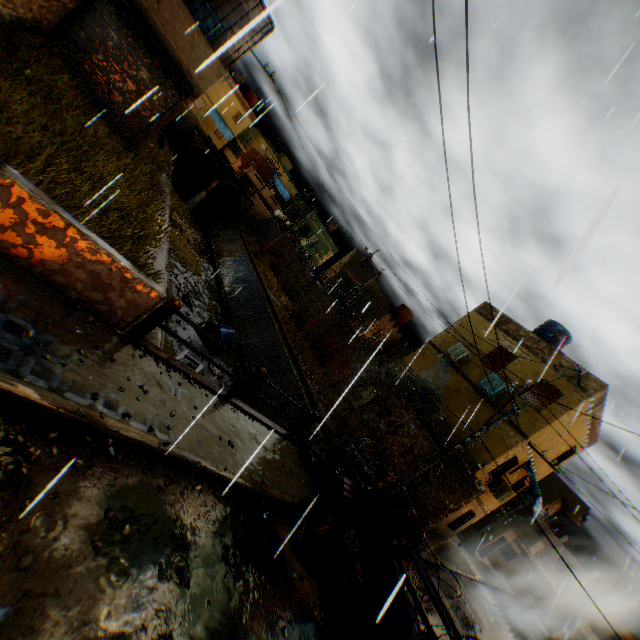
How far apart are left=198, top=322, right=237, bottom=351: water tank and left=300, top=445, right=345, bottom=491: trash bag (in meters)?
7.88

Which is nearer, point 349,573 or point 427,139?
point 349,573

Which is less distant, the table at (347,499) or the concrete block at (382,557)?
the concrete block at (382,557)

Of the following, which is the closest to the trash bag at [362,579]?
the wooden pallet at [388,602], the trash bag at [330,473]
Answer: the wooden pallet at [388,602]

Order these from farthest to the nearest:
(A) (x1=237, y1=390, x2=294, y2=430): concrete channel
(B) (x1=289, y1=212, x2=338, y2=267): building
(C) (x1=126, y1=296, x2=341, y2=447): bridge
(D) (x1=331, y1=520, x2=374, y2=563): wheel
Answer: (B) (x1=289, y1=212, x2=338, y2=267): building < (A) (x1=237, y1=390, x2=294, y2=430): concrete channel < (D) (x1=331, y1=520, x2=374, y2=563): wheel < (C) (x1=126, y1=296, x2=341, y2=447): bridge

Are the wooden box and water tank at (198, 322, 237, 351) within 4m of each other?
no

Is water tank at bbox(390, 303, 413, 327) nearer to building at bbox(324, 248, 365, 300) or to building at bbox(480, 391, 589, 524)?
building at bbox(480, 391, 589, 524)

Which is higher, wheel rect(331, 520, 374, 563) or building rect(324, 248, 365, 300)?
building rect(324, 248, 365, 300)
